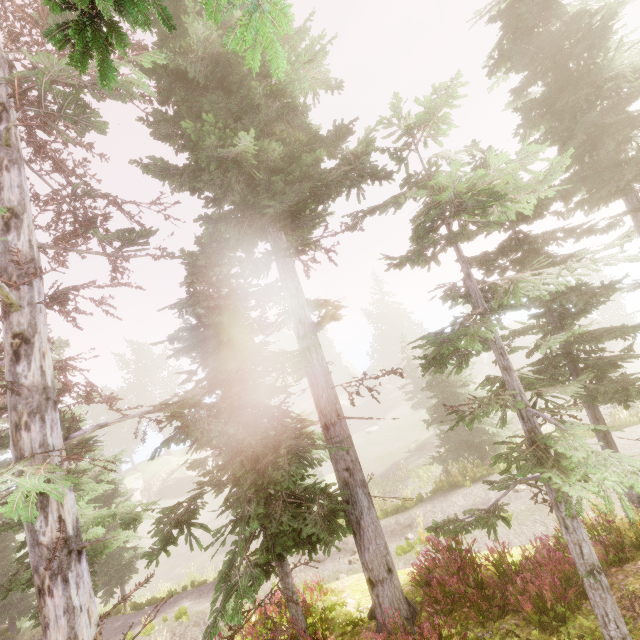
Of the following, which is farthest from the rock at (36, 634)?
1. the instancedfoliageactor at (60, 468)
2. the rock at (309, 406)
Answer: the rock at (309, 406)

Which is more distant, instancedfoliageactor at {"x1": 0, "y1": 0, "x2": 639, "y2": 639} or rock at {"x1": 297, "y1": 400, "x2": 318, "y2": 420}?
rock at {"x1": 297, "y1": 400, "x2": 318, "y2": 420}

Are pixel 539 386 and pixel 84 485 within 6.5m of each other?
no

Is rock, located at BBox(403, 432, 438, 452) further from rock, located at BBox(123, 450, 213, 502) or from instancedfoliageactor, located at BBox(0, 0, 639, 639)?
rock, located at BBox(123, 450, 213, 502)

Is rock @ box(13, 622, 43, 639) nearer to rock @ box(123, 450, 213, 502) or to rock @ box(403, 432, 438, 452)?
rock @ box(123, 450, 213, 502)

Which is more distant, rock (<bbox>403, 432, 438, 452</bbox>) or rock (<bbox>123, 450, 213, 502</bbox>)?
rock (<bbox>123, 450, 213, 502</bbox>)

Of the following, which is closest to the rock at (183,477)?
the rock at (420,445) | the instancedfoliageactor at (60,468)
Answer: the instancedfoliageactor at (60,468)
